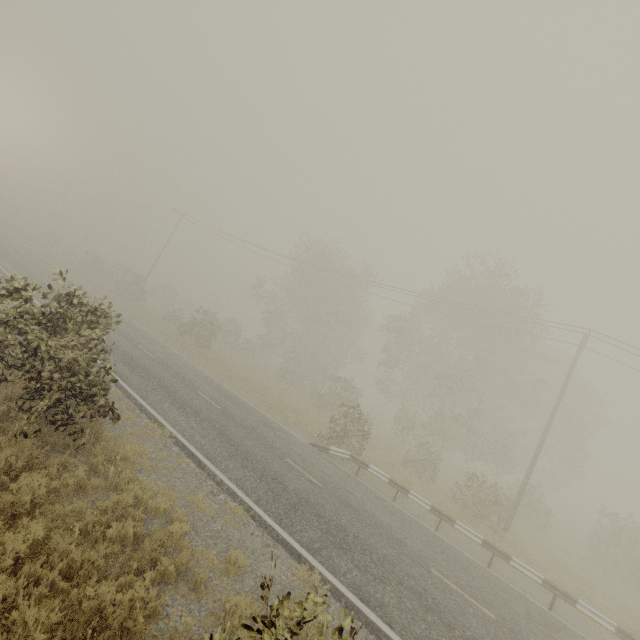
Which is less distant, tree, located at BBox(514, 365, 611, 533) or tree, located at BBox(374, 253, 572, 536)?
tree, located at BBox(374, 253, 572, 536)

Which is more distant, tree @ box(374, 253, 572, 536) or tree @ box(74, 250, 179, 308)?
tree @ box(74, 250, 179, 308)

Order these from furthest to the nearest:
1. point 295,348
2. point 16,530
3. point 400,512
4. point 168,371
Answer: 1. point 295,348
2. point 168,371
3. point 400,512
4. point 16,530

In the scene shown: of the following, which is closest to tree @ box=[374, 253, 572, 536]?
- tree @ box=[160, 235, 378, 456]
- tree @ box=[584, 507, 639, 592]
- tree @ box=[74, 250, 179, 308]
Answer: tree @ box=[584, 507, 639, 592]

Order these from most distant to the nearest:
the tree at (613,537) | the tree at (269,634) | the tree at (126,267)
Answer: the tree at (126,267)
the tree at (613,537)
the tree at (269,634)

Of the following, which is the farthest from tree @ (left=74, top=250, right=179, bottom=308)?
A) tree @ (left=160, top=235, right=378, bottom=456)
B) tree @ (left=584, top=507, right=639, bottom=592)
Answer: tree @ (left=584, top=507, right=639, bottom=592)

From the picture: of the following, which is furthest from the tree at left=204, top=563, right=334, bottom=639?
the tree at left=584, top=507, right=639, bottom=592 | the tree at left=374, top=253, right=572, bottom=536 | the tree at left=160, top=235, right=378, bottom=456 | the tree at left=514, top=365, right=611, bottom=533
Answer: the tree at left=514, top=365, right=611, bottom=533

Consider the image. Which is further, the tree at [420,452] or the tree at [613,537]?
the tree at [420,452]
